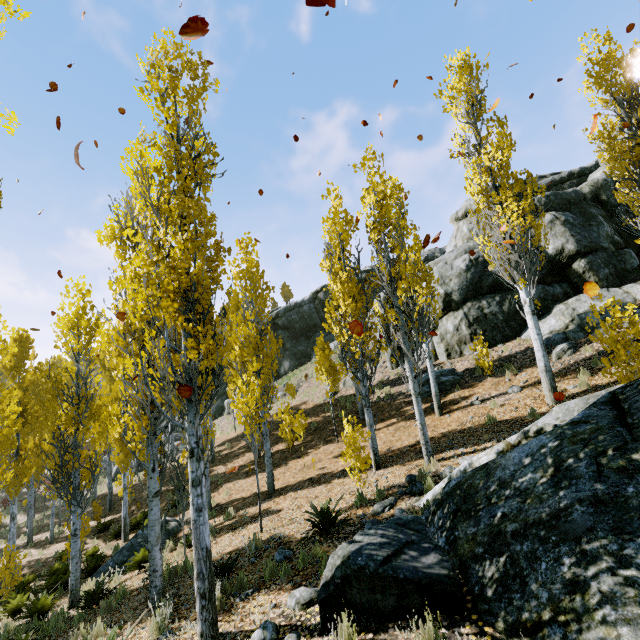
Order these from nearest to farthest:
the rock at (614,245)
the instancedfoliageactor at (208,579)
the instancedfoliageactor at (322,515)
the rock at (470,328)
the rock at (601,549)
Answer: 1. the rock at (601,549)
2. the instancedfoliageactor at (208,579)
3. the instancedfoliageactor at (322,515)
4. the rock at (614,245)
5. the rock at (470,328)

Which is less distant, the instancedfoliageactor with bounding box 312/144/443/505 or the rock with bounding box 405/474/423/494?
the rock with bounding box 405/474/423/494

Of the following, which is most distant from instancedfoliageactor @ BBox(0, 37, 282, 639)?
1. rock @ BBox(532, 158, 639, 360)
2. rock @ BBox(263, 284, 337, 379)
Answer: rock @ BBox(263, 284, 337, 379)

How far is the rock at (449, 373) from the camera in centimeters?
1492cm

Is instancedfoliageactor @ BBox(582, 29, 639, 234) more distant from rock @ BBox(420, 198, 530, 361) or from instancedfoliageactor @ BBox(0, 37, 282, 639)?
instancedfoliageactor @ BBox(0, 37, 282, 639)

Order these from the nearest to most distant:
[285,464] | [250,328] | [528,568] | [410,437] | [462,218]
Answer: [528,568] < [410,437] < [250,328] < [285,464] < [462,218]

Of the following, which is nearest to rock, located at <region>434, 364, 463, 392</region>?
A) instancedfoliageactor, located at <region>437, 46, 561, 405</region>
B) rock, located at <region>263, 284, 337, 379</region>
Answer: instancedfoliageactor, located at <region>437, 46, 561, 405</region>

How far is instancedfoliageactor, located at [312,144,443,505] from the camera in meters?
9.2 m
